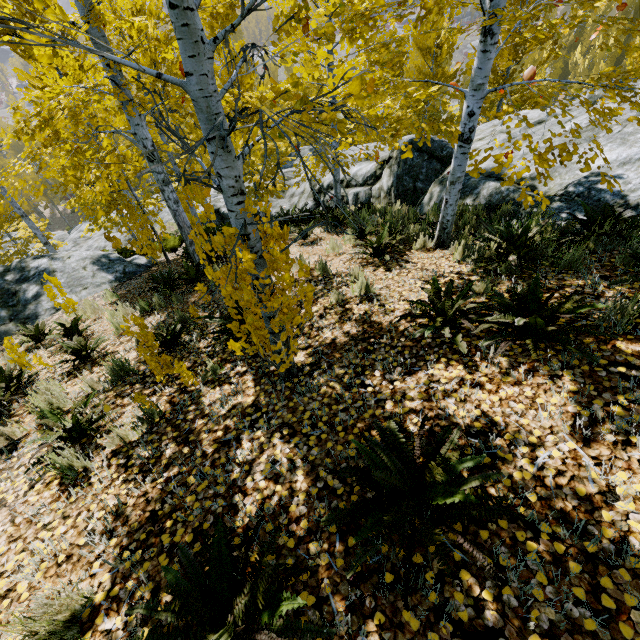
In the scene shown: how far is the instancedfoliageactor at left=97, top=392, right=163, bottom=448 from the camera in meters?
3.1

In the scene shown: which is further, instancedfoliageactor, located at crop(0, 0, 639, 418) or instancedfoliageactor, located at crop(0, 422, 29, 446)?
instancedfoliageactor, located at crop(0, 422, 29, 446)

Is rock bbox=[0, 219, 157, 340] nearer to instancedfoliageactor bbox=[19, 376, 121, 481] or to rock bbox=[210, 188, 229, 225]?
instancedfoliageactor bbox=[19, 376, 121, 481]

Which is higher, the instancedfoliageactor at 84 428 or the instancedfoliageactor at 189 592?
the instancedfoliageactor at 189 592

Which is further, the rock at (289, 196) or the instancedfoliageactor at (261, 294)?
the rock at (289, 196)

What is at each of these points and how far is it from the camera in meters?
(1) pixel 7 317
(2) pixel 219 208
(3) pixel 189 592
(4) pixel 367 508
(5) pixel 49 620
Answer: (1) rock, 8.1 m
(2) rock, 18.6 m
(3) instancedfoliageactor, 1.7 m
(4) instancedfoliageactor, 1.8 m
(5) instancedfoliageactor, 1.8 m

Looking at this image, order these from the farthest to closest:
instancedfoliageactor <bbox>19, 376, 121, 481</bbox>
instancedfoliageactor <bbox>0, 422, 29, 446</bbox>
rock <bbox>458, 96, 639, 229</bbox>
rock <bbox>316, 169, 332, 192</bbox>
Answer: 1. rock <bbox>316, 169, 332, 192</bbox>
2. rock <bbox>458, 96, 639, 229</bbox>
3. instancedfoliageactor <bbox>0, 422, 29, 446</bbox>
4. instancedfoliageactor <bbox>19, 376, 121, 481</bbox>
